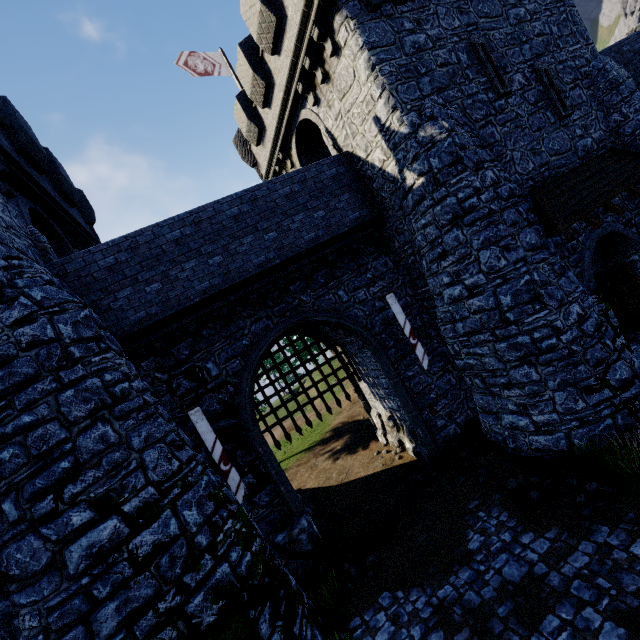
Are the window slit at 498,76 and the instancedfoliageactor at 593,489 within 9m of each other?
no

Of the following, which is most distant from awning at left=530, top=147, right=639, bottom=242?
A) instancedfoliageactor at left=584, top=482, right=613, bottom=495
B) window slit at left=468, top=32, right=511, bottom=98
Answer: instancedfoliageactor at left=584, top=482, right=613, bottom=495

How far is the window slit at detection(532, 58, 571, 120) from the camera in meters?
10.6

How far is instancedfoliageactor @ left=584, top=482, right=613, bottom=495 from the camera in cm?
695

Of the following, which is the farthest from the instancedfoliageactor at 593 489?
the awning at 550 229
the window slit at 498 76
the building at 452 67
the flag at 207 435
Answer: the window slit at 498 76

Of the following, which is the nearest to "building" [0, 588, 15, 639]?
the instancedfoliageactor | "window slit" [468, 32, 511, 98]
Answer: "window slit" [468, 32, 511, 98]

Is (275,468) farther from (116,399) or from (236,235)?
(236,235)

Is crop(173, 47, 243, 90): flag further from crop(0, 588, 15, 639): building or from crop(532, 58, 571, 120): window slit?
crop(532, 58, 571, 120): window slit
